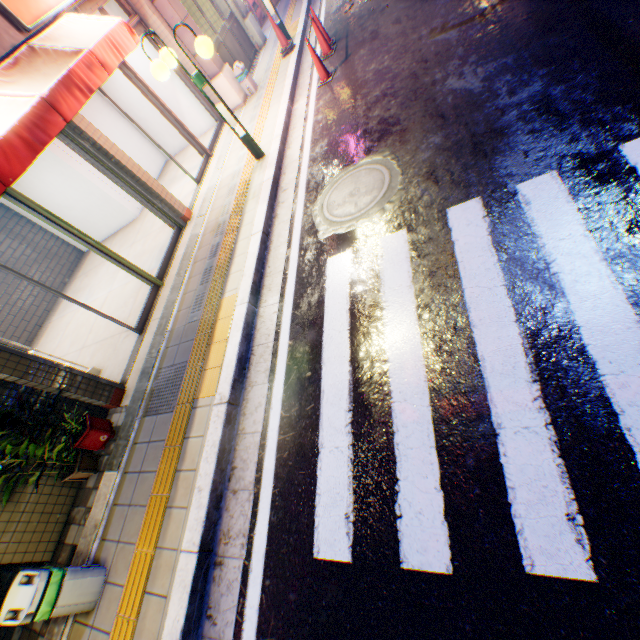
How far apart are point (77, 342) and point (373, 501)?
7.44m

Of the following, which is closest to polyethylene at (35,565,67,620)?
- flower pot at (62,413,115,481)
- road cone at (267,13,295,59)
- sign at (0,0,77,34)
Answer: flower pot at (62,413,115,481)

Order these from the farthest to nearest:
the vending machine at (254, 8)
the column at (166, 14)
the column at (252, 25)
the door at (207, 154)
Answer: the vending machine at (254, 8)
the column at (252, 25)
the column at (166, 14)
the door at (207, 154)

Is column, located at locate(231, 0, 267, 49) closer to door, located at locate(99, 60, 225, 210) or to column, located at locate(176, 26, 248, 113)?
column, located at locate(176, 26, 248, 113)

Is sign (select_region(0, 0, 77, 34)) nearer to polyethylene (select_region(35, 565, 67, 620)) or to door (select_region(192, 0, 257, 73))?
door (select_region(192, 0, 257, 73))

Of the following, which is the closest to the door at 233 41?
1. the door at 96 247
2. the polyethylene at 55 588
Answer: the door at 96 247

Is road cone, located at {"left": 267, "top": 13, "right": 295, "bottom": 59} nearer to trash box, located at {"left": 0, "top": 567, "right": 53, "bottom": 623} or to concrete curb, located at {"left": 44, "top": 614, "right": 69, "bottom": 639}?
concrete curb, located at {"left": 44, "top": 614, "right": 69, "bottom": 639}

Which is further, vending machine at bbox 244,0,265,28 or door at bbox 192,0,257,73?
vending machine at bbox 244,0,265,28
